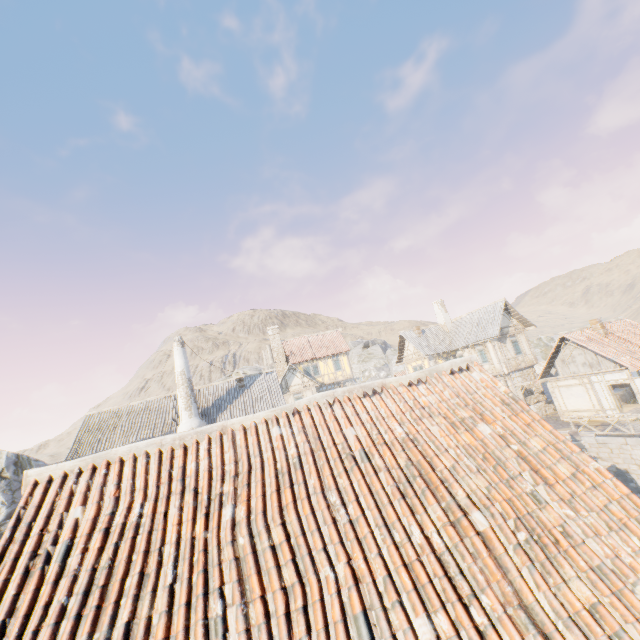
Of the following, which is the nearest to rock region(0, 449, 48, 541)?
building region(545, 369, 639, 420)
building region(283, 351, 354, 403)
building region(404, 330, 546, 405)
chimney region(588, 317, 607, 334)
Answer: building region(283, 351, 354, 403)

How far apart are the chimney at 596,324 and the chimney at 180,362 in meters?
27.0

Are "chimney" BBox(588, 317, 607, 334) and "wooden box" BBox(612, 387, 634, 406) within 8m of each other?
yes

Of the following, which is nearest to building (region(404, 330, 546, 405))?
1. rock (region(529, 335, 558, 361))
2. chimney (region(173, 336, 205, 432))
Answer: rock (region(529, 335, 558, 361))

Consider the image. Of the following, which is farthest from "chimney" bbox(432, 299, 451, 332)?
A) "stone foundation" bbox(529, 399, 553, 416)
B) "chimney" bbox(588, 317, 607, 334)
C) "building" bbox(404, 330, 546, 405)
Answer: "chimney" bbox(588, 317, 607, 334)

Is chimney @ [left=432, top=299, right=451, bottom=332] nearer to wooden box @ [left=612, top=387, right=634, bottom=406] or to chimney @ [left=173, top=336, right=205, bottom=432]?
wooden box @ [left=612, top=387, right=634, bottom=406]

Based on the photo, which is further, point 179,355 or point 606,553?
point 179,355

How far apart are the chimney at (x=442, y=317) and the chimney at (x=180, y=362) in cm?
2415
